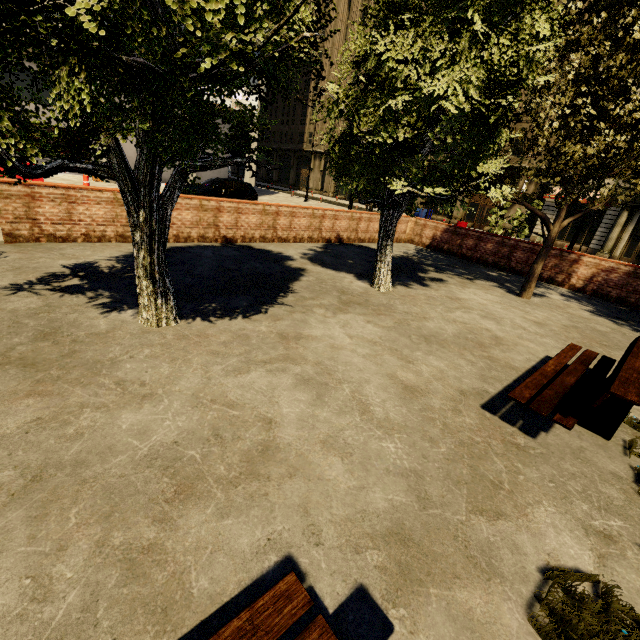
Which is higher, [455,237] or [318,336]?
[455,237]

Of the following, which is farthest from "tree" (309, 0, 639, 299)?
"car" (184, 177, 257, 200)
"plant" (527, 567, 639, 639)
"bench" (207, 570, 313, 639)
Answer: "car" (184, 177, 257, 200)

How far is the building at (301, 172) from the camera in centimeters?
4673cm

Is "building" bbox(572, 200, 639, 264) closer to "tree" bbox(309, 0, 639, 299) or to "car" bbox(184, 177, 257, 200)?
"car" bbox(184, 177, 257, 200)

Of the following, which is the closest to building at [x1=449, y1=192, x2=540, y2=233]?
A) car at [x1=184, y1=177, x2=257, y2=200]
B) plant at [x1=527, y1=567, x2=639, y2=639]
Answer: car at [x1=184, y1=177, x2=257, y2=200]

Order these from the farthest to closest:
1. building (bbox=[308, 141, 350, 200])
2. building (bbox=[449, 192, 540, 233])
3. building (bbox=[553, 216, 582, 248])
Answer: building (bbox=[308, 141, 350, 200]) → building (bbox=[449, 192, 540, 233]) → building (bbox=[553, 216, 582, 248])

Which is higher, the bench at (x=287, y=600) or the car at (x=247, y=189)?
the car at (x=247, y=189)

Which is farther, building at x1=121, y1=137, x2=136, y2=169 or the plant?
building at x1=121, y1=137, x2=136, y2=169
